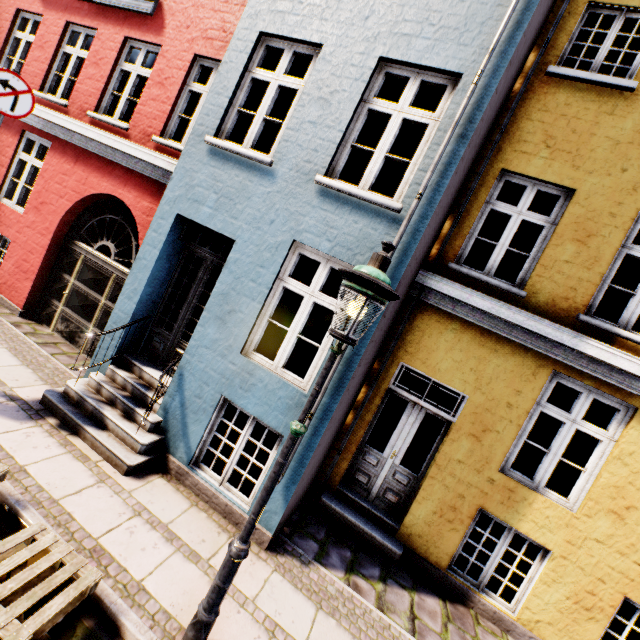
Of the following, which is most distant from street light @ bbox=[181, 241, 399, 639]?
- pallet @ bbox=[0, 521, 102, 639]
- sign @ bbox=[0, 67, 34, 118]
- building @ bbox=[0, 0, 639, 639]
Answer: sign @ bbox=[0, 67, 34, 118]

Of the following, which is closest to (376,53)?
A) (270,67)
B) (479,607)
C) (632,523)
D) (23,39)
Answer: (270,67)

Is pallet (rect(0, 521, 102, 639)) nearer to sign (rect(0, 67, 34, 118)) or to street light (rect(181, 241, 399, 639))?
street light (rect(181, 241, 399, 639))

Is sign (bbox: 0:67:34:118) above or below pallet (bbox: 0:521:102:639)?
above

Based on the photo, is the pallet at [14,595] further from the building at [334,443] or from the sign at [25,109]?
the sign at [25,109]

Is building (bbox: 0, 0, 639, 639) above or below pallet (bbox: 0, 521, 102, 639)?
above

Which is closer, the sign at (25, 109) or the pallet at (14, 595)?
the pallet at (14, 595)
